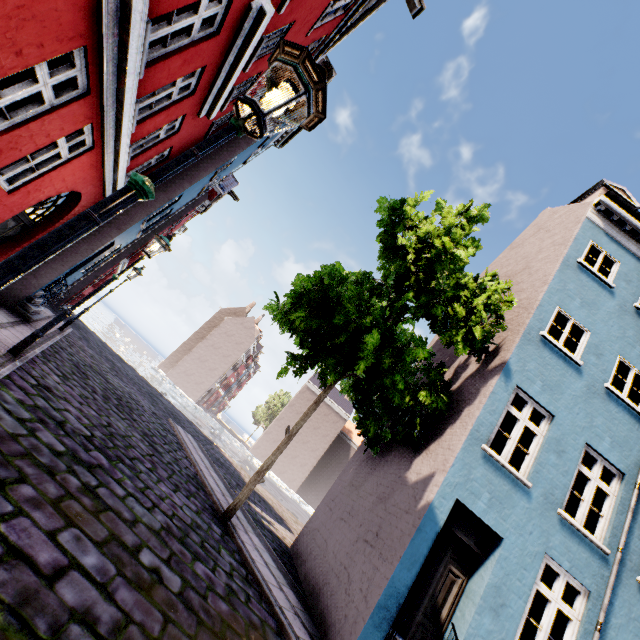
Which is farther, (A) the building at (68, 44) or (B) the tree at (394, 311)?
(B) the tree at (394, 311)

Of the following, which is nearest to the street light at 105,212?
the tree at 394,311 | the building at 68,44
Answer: the building at 68,44

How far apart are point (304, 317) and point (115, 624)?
6.0m

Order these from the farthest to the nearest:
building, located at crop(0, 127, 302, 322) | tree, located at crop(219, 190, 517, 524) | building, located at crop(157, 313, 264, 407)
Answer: Result:
building, located at crop(157, 313, 264, 407)
building, located at crop(0, 127, 302, 322)
tree, located at crop(219, 190, 517, 524)

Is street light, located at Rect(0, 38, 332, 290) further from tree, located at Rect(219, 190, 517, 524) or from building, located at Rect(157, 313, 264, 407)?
tree, located at Rect(219, 190, 517, 524)

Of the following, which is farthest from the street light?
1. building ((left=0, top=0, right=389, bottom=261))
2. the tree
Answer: the tree

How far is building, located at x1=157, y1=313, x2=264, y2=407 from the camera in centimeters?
5128cm
